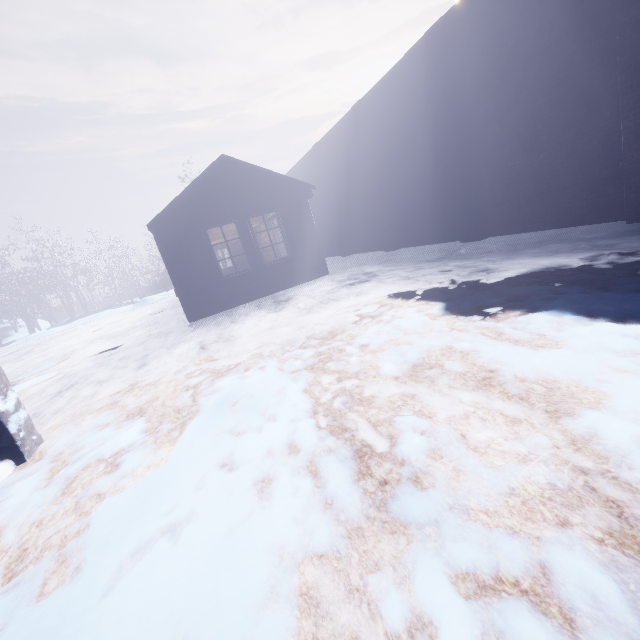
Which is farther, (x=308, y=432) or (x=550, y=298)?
(x=550, y=298)
